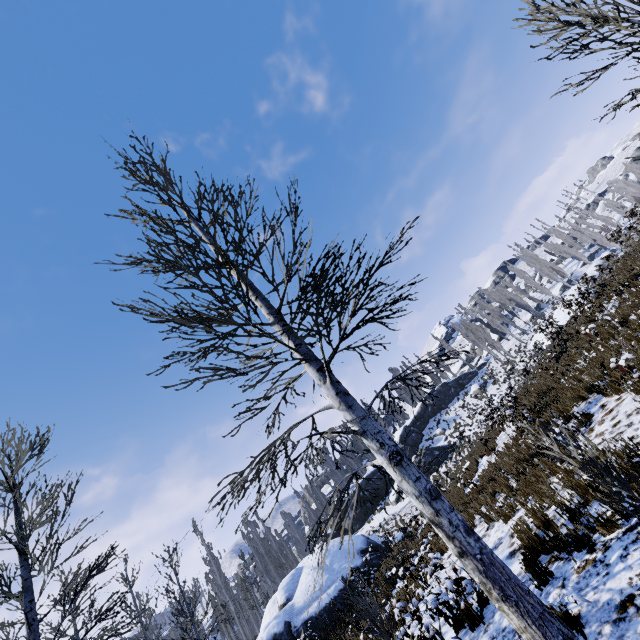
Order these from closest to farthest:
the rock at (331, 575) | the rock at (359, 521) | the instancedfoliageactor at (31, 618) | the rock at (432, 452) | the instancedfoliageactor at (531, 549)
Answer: the instancedfoliageactor at (531, 549), the instancedfoliageactor at (31, 618), the rock at (331, 575), the rock at (359, 521), the rock at (432, 452)

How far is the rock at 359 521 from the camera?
20.01m

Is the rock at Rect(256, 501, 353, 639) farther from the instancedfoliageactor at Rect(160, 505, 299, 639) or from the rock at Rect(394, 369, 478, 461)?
the instancedfoliageactor at Rect(160, 505, 299, 639)

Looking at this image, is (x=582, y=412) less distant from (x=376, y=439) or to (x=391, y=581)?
(x=376, y=439)

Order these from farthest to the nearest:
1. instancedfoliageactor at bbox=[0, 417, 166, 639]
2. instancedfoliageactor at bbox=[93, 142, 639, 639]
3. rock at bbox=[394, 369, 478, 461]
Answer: rock at bbox=[394, 369, 478, 461] → instancedfoliageactor at bbox=[0, 417, 166, 639] → instancedfoliageactor at bbox=[93, 142, 639, 639]

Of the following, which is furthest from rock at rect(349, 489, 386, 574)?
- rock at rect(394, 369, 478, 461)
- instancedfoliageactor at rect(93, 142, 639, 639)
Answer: instancedfoliageactor at rect(93, 142, 639, 639)

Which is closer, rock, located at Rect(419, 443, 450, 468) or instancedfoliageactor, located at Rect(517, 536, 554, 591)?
instancedfoliageactor, located at Rect(517, 536, 554, 591)

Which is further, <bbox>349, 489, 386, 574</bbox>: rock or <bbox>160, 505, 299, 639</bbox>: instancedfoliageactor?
<bbox>349, 489, 386, 574</bbox>: rock
